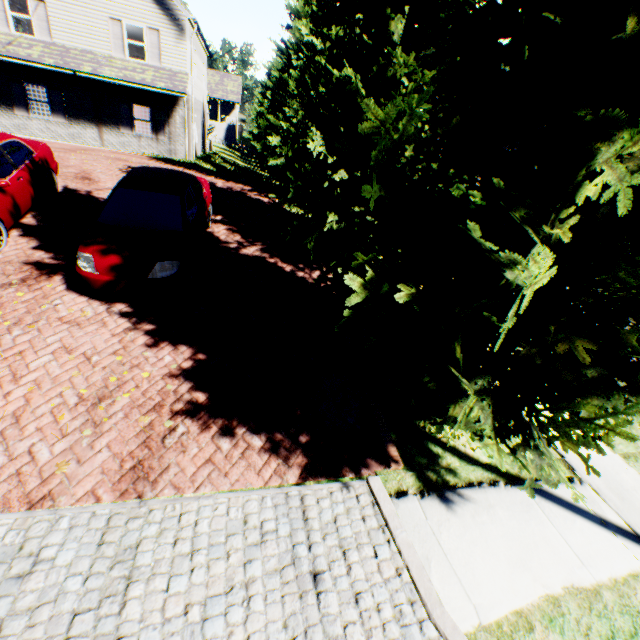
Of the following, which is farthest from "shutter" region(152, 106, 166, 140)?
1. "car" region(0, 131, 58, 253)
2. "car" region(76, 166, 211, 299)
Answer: "car" region(76, 166, 211, 299)

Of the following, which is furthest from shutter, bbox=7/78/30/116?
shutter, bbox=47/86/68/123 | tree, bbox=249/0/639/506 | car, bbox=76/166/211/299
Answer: car, bbox=76/166/211/299

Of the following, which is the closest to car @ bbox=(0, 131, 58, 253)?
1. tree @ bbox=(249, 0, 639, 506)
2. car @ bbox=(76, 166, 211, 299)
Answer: car @ bbox=(76, 166, 211, 299)

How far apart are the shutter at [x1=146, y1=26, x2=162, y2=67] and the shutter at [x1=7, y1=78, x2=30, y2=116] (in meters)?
6.30

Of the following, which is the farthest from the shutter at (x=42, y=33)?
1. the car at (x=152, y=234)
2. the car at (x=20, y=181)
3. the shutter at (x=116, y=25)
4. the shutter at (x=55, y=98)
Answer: the car at (x=152, y=234)

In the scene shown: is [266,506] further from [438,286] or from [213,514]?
[438,286]

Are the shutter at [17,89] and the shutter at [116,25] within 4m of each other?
no

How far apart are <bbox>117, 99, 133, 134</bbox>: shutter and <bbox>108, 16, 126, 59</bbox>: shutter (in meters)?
1.83
